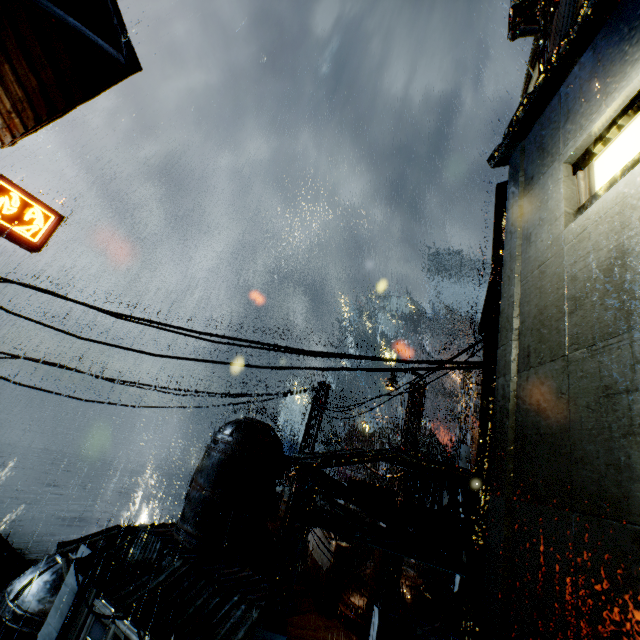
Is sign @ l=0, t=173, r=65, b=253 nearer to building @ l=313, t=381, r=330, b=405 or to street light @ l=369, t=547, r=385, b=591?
building @ l=313, t=381, r=330, b=405

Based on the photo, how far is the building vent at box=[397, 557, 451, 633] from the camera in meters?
17.6

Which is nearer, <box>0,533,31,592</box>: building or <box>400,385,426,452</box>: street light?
<box>400,385,426,452</box>: street light

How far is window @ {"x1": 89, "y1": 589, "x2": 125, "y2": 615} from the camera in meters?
13.2 m

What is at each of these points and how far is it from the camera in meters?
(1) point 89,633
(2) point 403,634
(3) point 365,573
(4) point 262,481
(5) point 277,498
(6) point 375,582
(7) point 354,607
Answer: (1) window, 13.3
(2) building vent, 16.6
(3) building vent, 19.7
(4) building vent, 16.5
(5) sign, 17.3
(6) street light, 17.6
(7) building vent, 18.1

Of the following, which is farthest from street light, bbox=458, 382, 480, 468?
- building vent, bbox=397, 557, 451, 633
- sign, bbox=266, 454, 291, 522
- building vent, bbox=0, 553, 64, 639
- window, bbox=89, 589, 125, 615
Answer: building vent, bbox=0, 553, 64, 639

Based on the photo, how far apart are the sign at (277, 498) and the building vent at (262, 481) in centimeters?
1cm

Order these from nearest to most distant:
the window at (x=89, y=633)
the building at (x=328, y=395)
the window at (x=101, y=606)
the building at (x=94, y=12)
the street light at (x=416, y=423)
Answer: the building at (x=94, y=12) < the window at (x=89, y=633) < the window at (x=101, y=606) < the building at (x=328, y=395) < the street light at (x=416, y=423)
